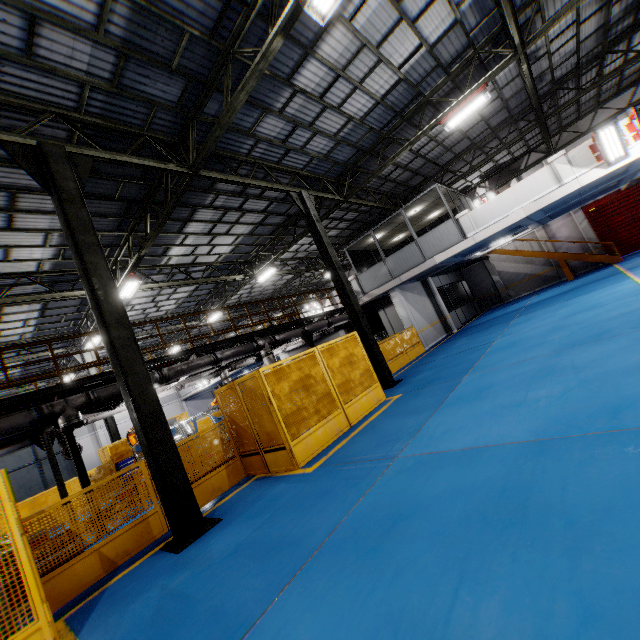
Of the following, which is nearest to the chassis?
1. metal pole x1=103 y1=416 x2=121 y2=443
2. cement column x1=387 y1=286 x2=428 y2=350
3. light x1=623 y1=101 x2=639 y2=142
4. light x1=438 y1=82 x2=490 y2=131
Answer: cement column x1=387 y1=286 x2=428 y2=350

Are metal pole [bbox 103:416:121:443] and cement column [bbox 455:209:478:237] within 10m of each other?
no

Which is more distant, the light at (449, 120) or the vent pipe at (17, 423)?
the light at (449, 120)

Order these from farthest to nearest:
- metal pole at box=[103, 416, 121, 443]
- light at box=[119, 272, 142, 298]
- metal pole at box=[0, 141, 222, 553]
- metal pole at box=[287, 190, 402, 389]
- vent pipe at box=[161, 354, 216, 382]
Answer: metal pole at box=[103, 416, 121, 443] < light at box=[119, 272, 142, 298] < metal pole at box=[287, 190, 402, 389] < vent pipe at box=[161, 354, 216, 382] < metal pole at box=[0, 141, 222, 553]

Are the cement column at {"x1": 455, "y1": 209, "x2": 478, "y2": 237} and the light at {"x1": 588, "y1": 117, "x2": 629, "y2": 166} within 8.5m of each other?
yes

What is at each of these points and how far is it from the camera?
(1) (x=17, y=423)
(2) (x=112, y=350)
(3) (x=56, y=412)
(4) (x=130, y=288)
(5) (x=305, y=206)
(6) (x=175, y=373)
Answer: (1) vent pipe, 7.6m
(2) metal pole, 5.8m
(3) vent pipe, 8.2m
(4) light, 13.2m
(5) metal pole, 12.1m
(6) vent pipe, 10.6m

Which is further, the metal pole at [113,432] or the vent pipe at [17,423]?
the metal pole at [113,432]

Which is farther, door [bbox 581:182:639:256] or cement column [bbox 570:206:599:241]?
cement column [bbox 570:206:599:241]
